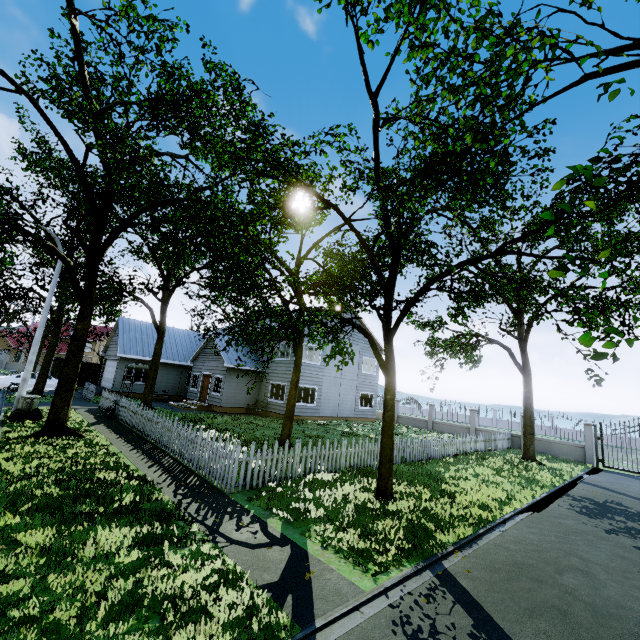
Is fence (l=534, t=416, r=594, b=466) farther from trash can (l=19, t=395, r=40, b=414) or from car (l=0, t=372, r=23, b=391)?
car (l=0, t=372, r=23, b=391)

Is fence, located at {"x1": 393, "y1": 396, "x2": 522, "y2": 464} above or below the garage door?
below

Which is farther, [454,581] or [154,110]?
[154,110]

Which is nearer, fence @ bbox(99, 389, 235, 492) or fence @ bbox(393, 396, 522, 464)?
fence @ bbox(99, 389, 235, 492)

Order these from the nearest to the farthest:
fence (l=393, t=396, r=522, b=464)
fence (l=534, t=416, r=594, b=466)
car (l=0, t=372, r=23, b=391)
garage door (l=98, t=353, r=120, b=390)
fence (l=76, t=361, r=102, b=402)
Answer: fence (l=393, t=396, r=522, b=464), fence (l=534, t=416, r=594, b=466), fence (l=76, t=361, r=102, b=402), car (l=0, t=372, r=23, b=391), garage door (l=98, t=353, r=120, b=390)

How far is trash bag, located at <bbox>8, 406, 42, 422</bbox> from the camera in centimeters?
1296cm

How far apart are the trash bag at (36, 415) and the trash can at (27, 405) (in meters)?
0.02

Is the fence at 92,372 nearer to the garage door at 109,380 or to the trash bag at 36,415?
the trash bag at 36,415
